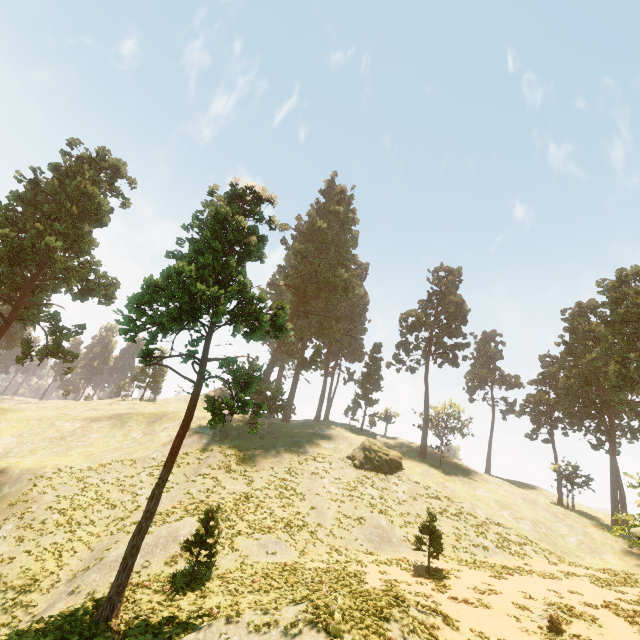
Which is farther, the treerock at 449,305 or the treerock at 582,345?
the treerock at 449,305

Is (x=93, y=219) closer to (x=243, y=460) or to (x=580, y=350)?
(x=243, y=460)

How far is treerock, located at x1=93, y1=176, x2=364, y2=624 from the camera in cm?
1498

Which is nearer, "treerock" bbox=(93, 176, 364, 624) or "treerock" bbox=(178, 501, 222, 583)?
"treerock" bbox=(93, 176, 364, 624)

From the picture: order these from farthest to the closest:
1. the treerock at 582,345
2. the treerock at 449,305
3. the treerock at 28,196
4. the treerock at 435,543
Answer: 1. the treerock at 449,305
2. the treerock at 582,345
3. the treerock at 28,196
4. the treerock at 435,543
